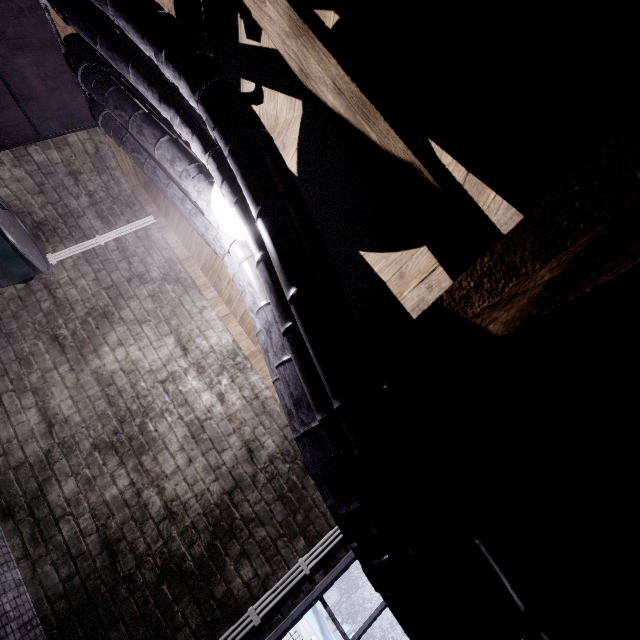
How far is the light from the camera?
1.7 meters

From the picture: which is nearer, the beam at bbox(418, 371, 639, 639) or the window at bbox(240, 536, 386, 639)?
the beam at bbox(418, 371, 639, 639)

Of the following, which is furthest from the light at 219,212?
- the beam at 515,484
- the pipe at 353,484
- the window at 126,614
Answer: the window at 126,614

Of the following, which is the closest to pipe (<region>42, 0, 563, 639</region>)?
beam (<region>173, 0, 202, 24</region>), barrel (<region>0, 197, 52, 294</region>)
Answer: beam (<region>173, 0, 202, 24</region>)

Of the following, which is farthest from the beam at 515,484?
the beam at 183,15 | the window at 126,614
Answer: the beam at 183,15

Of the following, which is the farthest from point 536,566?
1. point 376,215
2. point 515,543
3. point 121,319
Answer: point 121,319

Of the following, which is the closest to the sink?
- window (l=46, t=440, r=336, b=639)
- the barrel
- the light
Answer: the barrel

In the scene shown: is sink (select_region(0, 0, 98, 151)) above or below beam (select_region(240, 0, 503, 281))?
below
